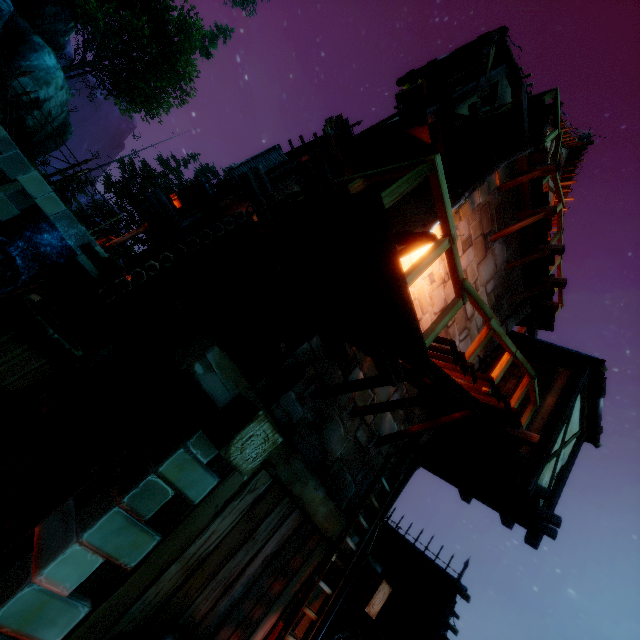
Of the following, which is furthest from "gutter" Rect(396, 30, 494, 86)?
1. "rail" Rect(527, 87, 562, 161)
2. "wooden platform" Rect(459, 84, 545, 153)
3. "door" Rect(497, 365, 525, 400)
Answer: "door" Rect(497, 365, 525, 400)

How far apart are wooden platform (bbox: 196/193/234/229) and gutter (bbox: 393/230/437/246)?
2.02m

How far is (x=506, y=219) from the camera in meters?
7.3

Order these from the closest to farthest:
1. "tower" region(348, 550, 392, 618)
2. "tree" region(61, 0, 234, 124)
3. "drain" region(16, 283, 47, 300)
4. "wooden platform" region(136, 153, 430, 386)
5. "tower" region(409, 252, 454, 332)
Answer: "wooden platform" region(136, 153, 430, 386), "drain" region(16, 283, 47, 300), "tower" region(348, 550, 392, 618), "tower" region(409, 252, 454, 332), "tree" region(61, 0, 234, 124)

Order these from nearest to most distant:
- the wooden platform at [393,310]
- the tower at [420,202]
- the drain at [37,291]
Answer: the wooden platform at [393,310], the drain at [37,291], the tower at [420,202]

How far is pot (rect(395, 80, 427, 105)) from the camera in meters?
7.5 m

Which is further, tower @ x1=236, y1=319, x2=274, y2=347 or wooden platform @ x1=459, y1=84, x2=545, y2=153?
wooden platform @ x1=459, y1=84, x2=545, y2=153

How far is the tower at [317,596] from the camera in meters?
5.0
